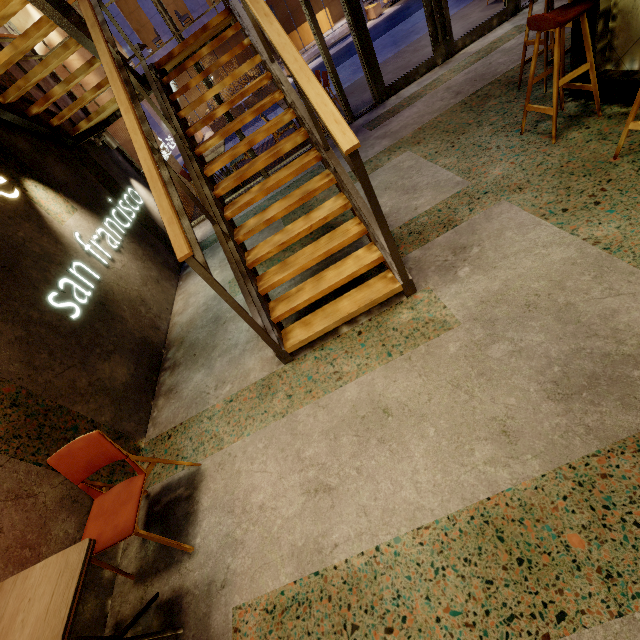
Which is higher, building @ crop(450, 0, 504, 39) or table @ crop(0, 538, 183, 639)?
table @ crop(0, 538, 183, 639)

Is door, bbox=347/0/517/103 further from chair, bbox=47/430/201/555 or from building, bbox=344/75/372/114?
chair, bbox=47/430/201/555

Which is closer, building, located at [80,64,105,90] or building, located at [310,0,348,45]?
building, located at [80,64,105,90]

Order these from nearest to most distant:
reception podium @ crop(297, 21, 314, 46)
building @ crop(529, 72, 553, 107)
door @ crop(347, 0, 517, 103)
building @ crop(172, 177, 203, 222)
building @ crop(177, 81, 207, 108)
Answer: building @ crop(529, 72, 553, 107), door @ crop(347, 0, 517, 103), building @ crop(172, 177, 203, 222), reception podium @ crop(297, 21, 314, 46), building @ crop(177, 81, 207, 108)

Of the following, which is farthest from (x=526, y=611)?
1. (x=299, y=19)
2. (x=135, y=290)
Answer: (x=299, y=19)

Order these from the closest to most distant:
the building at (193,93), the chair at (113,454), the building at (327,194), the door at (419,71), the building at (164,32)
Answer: the chair at (113,454) → the building at (327,194) → the door at (419,71) → the building at (164,32) → the building at (193,93)

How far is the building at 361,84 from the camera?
6.66m

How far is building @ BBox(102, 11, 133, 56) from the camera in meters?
16.3
